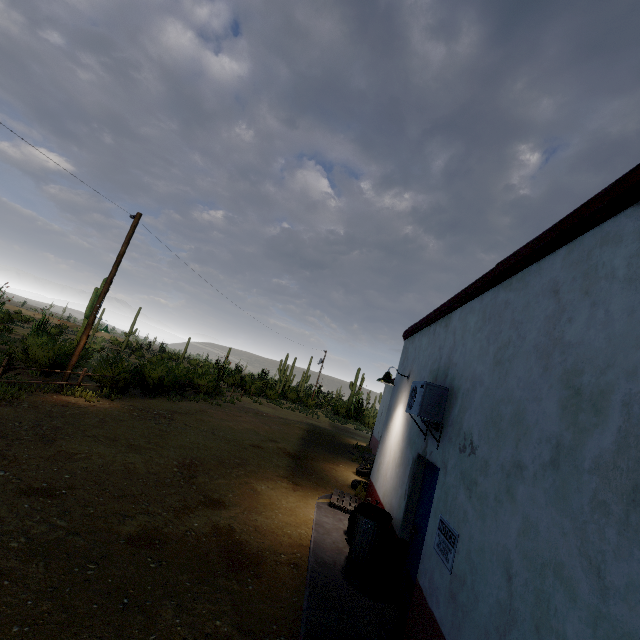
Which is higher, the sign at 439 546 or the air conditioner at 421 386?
the air conditioner at 421 386

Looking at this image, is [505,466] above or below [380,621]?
above

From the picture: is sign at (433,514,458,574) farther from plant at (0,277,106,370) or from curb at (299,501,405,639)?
plant at (0,277,106,370)

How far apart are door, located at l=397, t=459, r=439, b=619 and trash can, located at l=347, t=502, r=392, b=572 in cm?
47

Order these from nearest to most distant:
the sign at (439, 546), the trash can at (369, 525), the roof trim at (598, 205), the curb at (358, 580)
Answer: the roof trim at (598, 205) → the sign at (439, 546) → the curb at (358, 580) → the trash can at (369, 525)

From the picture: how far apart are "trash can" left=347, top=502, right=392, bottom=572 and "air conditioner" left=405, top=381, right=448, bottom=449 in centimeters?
166cm

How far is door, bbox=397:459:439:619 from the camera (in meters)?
→ 4.74

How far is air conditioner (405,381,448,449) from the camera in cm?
484
